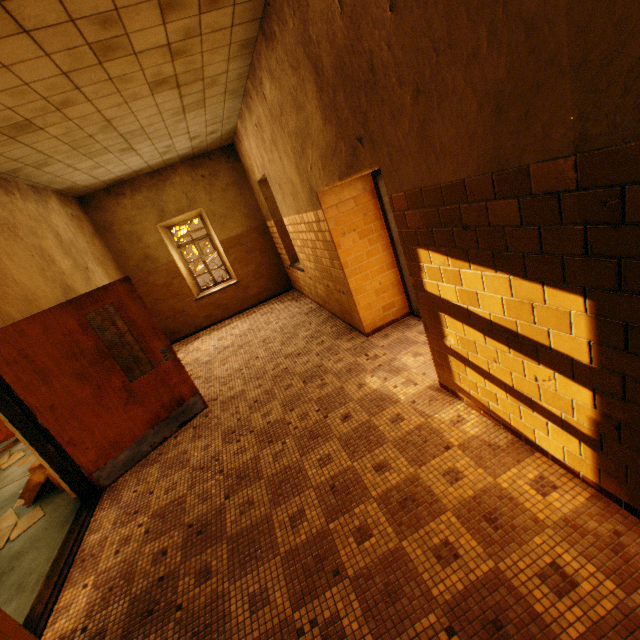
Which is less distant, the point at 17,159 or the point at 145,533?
the point at 145,533

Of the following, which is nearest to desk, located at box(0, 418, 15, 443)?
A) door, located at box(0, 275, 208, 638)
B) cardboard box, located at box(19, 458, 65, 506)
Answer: cardboard box, located at box(19, 458, 65, 506)

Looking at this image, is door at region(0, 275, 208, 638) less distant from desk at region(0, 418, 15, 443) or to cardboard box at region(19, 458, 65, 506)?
cardboard box at region(19, 458, 65, 506)

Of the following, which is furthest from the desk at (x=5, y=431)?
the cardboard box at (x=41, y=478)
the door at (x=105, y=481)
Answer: the door at (x=105, y=481)

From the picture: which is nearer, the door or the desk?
the door

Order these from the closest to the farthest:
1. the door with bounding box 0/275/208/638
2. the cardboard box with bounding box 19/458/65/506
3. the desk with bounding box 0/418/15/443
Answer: the door with bounding box 0/275/208/638, the cardboard box with bounding box 19/458/65/506, the desk with bounding box 0/418/15/443

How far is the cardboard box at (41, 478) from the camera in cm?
402

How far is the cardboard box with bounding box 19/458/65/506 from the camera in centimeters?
402cm
